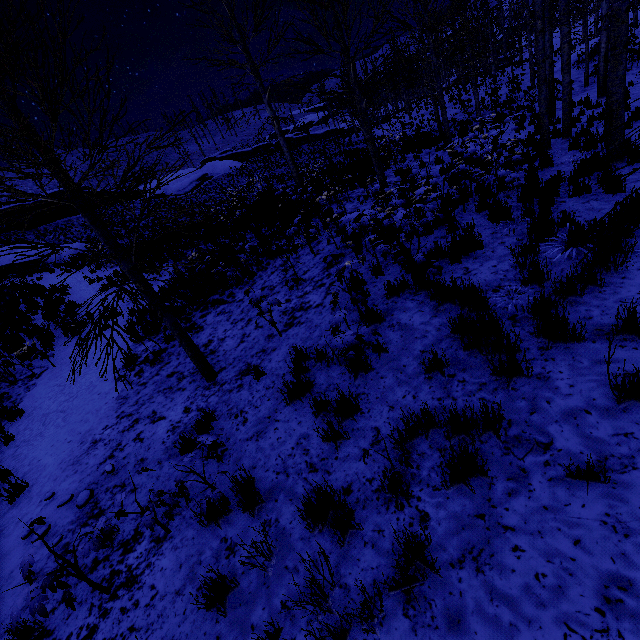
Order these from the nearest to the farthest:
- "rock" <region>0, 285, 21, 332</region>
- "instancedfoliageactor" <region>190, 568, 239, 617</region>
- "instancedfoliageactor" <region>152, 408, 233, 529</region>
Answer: "instancedfoliageactor" <region>190, 568, 239, 617</region>
"instancedfoliageactor" <region>152, 408, 233, 529</region>
"rock" <region>0, 285, 21, 332</region>

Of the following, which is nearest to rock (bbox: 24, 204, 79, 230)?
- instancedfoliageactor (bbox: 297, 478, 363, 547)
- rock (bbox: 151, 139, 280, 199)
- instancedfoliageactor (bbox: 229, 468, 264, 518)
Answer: rock (bbox: 151, 139, 280, 199)

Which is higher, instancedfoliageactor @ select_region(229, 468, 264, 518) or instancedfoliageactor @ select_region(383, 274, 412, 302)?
instancedfoliageactor @ select_region(383, 274, 412, 302)

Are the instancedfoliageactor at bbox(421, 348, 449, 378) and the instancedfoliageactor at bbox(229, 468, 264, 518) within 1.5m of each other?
no

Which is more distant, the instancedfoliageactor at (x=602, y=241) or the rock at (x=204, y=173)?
the rock at (x=204, y=173)

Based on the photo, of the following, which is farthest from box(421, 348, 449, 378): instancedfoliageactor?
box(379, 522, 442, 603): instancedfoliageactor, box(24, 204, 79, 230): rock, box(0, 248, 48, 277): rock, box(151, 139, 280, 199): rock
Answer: box(151, 139, 280, 199): rock

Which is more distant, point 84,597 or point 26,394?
point 26,394
